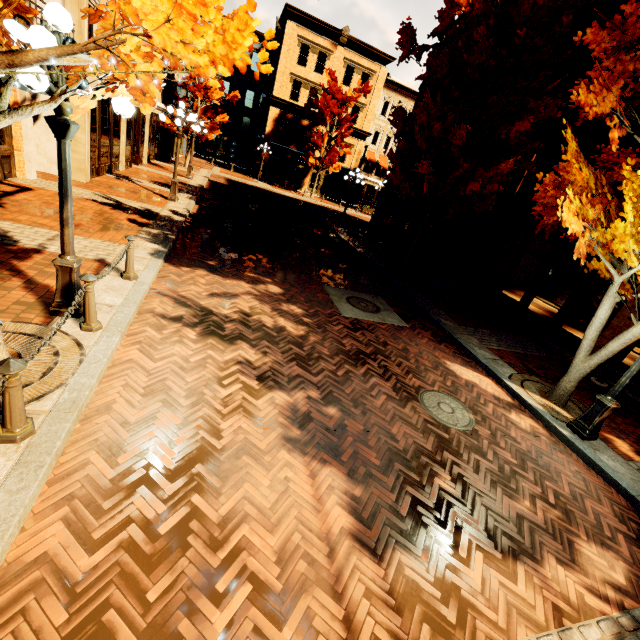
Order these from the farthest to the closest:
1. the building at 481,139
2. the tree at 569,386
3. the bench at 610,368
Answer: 1. the building at 481,139
2. the bench at 610,368
3. the tree at 569,386

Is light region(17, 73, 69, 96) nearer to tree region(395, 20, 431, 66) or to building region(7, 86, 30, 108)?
tree region(395, 20, 431, 66)

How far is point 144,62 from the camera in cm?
243

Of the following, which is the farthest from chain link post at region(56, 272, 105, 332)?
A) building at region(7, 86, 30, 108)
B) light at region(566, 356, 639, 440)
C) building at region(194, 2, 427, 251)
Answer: building at region(194, 2, 427, 251)

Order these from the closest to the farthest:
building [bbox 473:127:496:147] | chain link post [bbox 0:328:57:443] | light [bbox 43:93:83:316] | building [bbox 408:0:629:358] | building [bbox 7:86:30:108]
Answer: chain link post [bbox 0:328:57:443], light [bbox 43:93:83:316], building [bbox 7:86:30:108], building [bbox 408:0:629:358], building [bbox 473:127:496:147]

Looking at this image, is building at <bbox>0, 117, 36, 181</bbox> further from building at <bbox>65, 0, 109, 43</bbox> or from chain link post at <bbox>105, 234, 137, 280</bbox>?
chain link post at <bbox>105, 234, 137, 280</bbox>

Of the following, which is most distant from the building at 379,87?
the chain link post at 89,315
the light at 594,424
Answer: the light at 594,424

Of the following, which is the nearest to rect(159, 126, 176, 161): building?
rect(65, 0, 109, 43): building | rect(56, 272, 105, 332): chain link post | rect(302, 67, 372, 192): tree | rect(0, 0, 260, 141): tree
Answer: rect(65, 0, 109, 43): building
